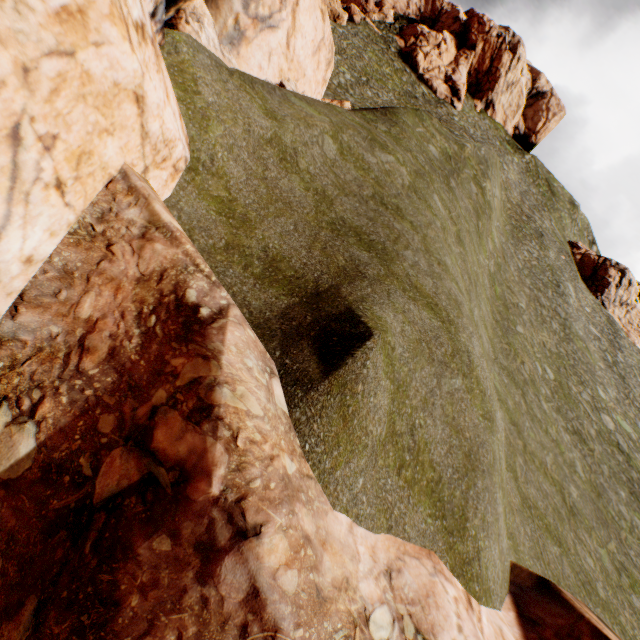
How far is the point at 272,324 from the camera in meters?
7.3 m

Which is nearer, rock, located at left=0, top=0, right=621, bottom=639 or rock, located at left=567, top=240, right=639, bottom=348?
rock, located at left=0, top=0, right=621, bottom=639

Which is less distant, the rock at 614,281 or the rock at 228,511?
the rock at 228,511
